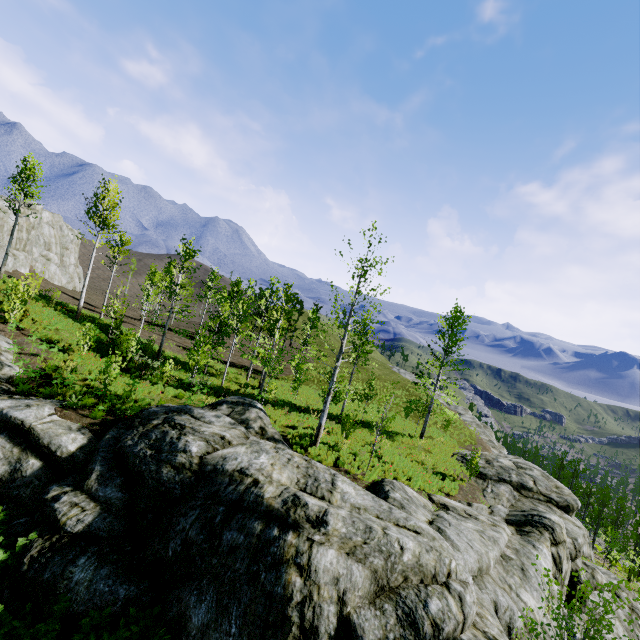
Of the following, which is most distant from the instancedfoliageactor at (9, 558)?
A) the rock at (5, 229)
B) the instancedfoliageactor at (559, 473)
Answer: the instancedfoliageactor at (559, 473)

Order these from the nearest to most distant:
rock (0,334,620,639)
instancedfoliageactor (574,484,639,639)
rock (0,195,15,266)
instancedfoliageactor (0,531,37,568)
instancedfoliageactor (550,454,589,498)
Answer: instancedfoliageactor (574,484,639,639) < rock (0,334,620,639) < instancedfoliageactor (0,531,37,568) < rock (0,195,15,266) < instancedfoliageactor (550,454,589,498)

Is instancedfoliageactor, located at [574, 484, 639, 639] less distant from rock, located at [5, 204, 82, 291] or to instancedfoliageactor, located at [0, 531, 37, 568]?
rock, located at [5, 204, 82, 291]

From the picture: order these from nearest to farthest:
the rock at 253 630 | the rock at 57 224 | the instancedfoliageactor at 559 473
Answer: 1. the rock at 253 630
2. the rock at 57 224
3. the instancedfoliageactor at 559 473

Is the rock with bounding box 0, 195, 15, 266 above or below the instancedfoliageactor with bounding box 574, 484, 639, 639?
above

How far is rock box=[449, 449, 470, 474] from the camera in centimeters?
2208cm

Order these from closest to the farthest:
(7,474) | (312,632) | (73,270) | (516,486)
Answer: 1. (312,632)
2. (7,474)
3. (516,486)
4. (73,270)

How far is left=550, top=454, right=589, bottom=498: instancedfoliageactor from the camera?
46.8 meters
